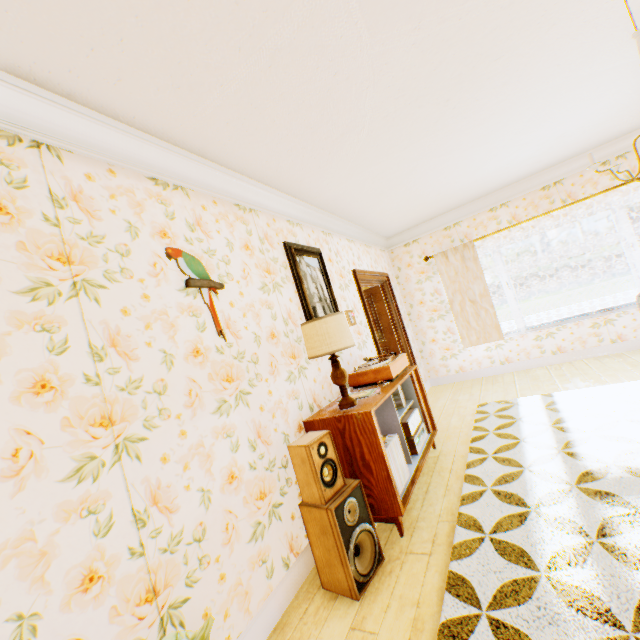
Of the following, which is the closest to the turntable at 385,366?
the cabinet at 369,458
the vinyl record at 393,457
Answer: the cabinet at 369,458

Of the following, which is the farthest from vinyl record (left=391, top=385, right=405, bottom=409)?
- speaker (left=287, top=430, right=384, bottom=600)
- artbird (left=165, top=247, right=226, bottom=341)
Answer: artbird (left=165, top=247, right=226, bottom=341)

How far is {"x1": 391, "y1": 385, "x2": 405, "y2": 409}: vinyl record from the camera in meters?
3.5

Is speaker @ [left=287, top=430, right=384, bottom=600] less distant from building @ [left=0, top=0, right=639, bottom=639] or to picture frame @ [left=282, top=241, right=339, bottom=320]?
building @ [left=0, top=0, right=639, bottom=639]

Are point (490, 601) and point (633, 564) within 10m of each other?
yes

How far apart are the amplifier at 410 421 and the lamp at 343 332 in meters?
0.7 m

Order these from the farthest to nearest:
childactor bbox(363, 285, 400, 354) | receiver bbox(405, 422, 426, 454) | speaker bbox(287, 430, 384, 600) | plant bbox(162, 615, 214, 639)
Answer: childactor bbox(363, 285, 400, 354) < receiver bbox(405, 422, 426, 454) < speaker bbox(287, 430, 384, 600) < plant bbox(162, 615, 214, 639)

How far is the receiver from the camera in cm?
315
